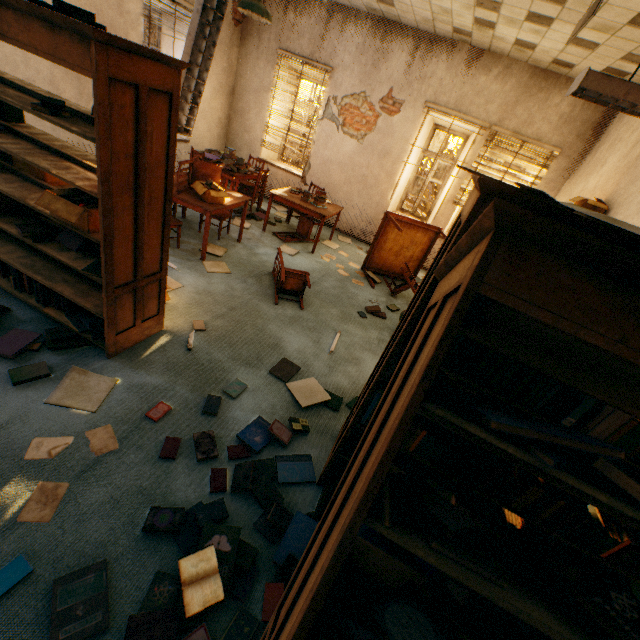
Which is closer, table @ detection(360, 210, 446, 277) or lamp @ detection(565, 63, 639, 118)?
lamp @ detection(565, 63, 639, 118)

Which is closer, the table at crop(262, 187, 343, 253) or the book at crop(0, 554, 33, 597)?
the book at crop(0, 554, 33, 597)

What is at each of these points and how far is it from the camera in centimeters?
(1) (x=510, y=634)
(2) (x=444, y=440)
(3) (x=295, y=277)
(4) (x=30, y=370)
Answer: (1) book, 110cm
(2) book, 188cm
(3) chair, 447cm
(4) book, 238cm

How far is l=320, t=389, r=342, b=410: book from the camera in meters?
3.0 m

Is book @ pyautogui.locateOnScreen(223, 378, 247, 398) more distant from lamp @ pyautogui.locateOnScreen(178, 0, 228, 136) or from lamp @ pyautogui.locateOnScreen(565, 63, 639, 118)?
lamp @ pyautogui.locateOnScreen(178, 0, 228, 136)

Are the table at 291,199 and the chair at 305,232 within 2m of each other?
yes

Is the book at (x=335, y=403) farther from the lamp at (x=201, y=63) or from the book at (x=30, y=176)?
the lamp at (x=201, y=63)

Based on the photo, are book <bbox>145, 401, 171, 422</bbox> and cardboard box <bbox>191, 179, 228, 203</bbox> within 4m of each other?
yes
